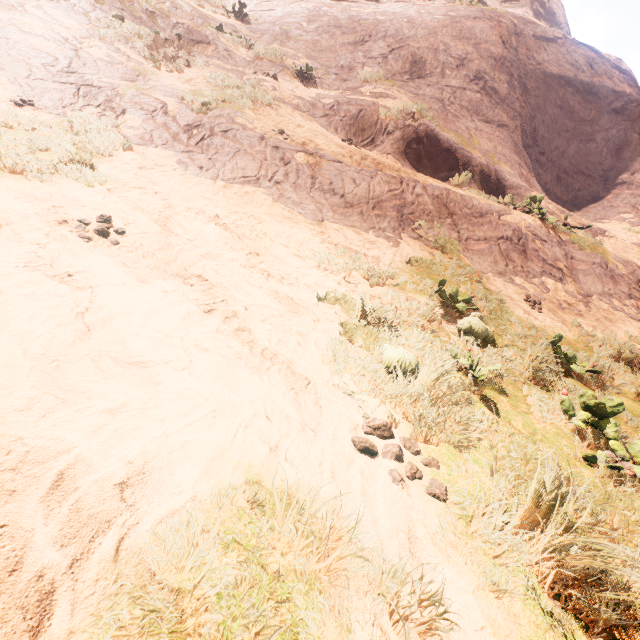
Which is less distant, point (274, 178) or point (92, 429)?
point (92, 429)
